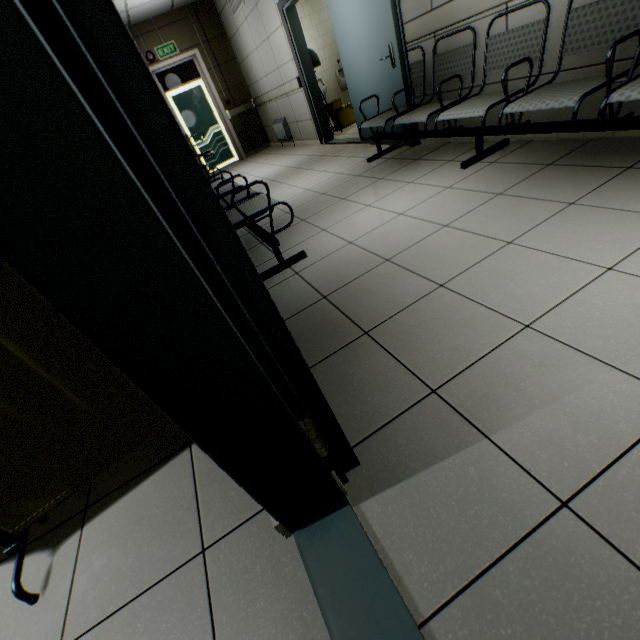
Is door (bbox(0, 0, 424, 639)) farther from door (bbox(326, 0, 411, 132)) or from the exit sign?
the exit sign

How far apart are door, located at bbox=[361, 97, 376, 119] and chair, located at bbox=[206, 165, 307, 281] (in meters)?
2.07

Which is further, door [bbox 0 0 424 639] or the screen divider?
the screen divider

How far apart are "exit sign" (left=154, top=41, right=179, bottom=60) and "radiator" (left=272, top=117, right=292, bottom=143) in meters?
2.6 m

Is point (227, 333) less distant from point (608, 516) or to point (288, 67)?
point (608, 516)

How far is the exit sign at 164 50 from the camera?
7.43m

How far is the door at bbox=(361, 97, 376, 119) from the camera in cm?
425

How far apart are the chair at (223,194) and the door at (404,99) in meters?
2.1 m
